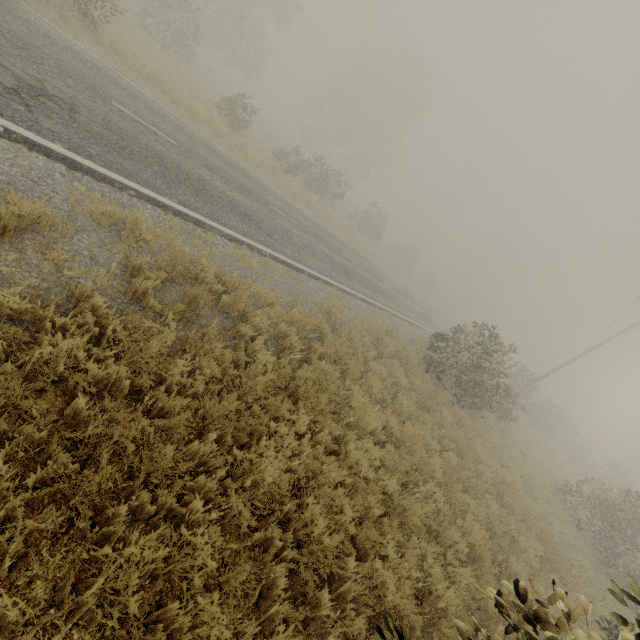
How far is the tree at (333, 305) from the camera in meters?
9.1

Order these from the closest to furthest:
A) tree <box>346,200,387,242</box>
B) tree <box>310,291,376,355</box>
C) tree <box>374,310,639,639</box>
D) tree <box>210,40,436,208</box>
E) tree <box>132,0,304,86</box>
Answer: tree <box>374,310,639,639</box>, tree <box>310,291,376,355</box>, tree <box>132,0,304,86</box>, tree <box>210,40,436,208</box>, tree <box>346,200,387,242</box>

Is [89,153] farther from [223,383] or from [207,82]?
[207,82]

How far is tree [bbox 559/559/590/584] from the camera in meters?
9.2

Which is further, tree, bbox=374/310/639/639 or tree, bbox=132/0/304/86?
tree, bbox=132/0/304/86

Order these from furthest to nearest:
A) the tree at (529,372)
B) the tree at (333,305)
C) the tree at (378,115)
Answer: the tree at (378,115) → the tree at (333,305) → the tree at (529,372)

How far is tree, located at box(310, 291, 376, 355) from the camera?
9.1m
